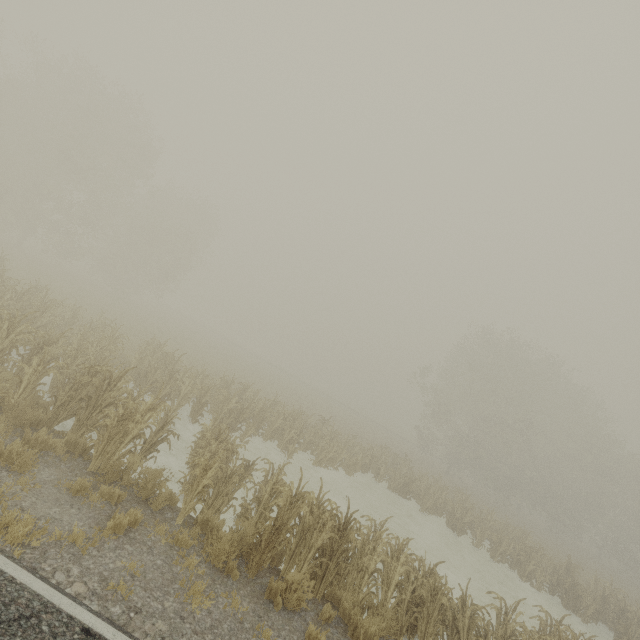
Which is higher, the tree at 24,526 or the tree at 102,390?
the tree at 102,390

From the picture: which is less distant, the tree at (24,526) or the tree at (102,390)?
the tree at (24,526)

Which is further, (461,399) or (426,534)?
(461,399)

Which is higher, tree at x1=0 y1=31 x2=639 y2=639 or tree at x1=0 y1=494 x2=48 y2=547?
tree at x1=0 y1=31 x2=639 y2=639

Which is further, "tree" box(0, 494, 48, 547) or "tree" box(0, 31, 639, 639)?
"tree" box(0, 31, 639, 639)
